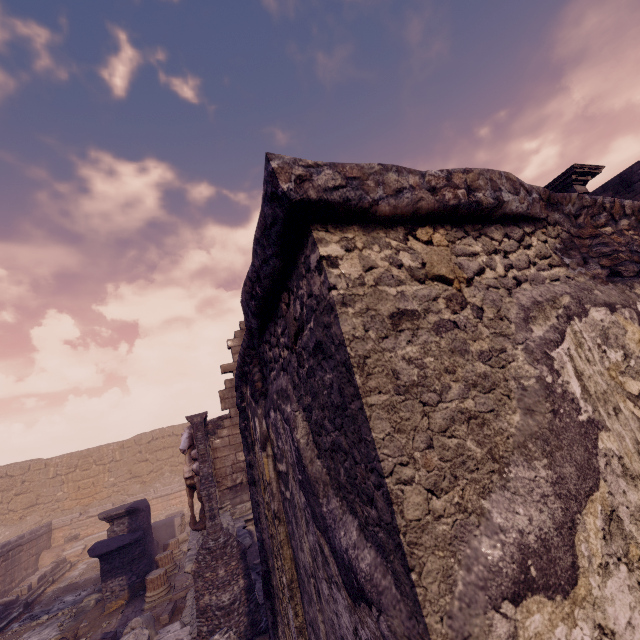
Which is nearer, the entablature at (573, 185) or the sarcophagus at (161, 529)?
the entablature at (573, 185)

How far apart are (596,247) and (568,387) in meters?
0.8 m

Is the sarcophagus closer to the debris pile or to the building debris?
the building debris

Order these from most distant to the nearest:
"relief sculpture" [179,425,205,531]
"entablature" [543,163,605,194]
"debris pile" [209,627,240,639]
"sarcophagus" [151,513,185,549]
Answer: Answer:
"sarcophagus" [151,513,185,549]
"entablature" [543,163,605,194]
"relief sculpture" [179,425,205,531]
"debris pile" [209,627,240,639]

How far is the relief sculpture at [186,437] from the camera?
6.3 meters

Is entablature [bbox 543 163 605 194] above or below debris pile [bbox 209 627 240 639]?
above

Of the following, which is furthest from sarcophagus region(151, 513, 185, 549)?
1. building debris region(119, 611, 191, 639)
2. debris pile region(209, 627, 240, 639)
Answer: debris pile region(209, 627, 240, 639)

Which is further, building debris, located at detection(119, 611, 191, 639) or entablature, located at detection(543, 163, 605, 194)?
entablature, located at detection(543, 163, 605, 194)
